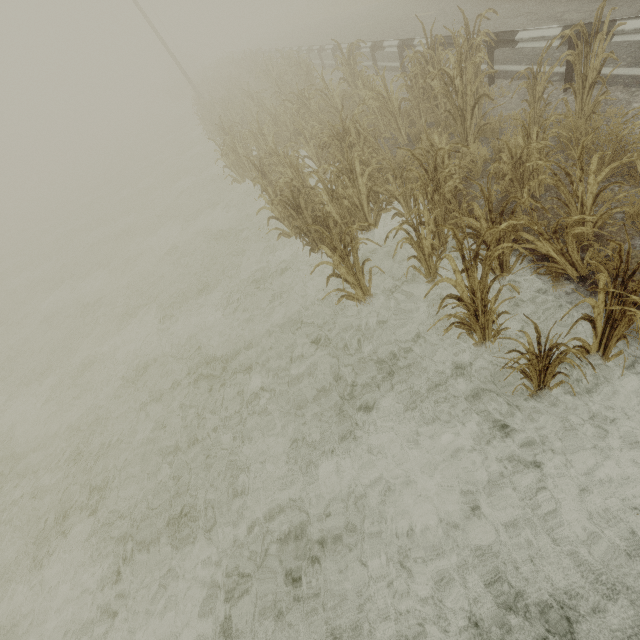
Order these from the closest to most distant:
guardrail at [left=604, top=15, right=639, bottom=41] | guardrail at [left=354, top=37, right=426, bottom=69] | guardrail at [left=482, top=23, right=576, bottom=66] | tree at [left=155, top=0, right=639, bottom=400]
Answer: tree at [left=155, top=0, right=639, bottom=400] → guardrail at [left=604, top=15, right=639, bottom=41] → guardrail at [left=482, top=23, right=576, bottom=66] → guardrail at [left=354, top=37, right=426, bottom=69]

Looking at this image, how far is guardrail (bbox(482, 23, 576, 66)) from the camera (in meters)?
6.14

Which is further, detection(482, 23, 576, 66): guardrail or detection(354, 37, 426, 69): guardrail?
detection(354, 37, 426, 69): guardrail

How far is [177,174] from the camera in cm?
1780

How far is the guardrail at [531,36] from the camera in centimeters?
614cm
